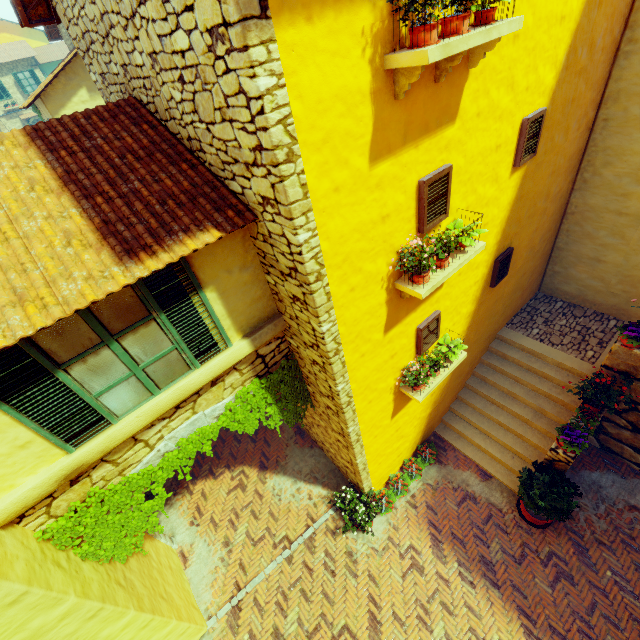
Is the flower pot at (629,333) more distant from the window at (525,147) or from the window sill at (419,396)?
the window at (525,147)

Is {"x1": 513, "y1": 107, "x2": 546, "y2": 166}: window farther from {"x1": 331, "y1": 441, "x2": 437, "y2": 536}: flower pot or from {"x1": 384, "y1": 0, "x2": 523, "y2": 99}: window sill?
{"x1": 331, "y1": 441, "x2": 437, "y2": 536}: flower pot

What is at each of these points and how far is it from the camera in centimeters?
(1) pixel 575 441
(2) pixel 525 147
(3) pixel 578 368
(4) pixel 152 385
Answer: (1) flower pot, 598cm
(2) window, 513cm
(3) stair, 762cm
(4) window, 400cm

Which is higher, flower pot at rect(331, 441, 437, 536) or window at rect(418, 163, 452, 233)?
window at rect(418, 163, 452, 233)

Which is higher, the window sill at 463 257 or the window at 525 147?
the window at 525 147

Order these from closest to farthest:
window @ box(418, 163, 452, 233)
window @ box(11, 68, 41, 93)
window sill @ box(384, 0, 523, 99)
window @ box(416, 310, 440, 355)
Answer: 1. window sill @ box(384, 0, 523, 99)
2. window @ box(418, 163, 452, 233)
3. window @ box(416, 310, 440, 355)
4. window @ box(11, 68, 41, 93)

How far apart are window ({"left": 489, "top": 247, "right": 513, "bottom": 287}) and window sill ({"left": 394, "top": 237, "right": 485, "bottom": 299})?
1.82m

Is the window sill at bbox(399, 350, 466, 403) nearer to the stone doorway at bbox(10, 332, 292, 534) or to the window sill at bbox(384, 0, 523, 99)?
the stone doorway at bbox(10, 332, 292, 534)
